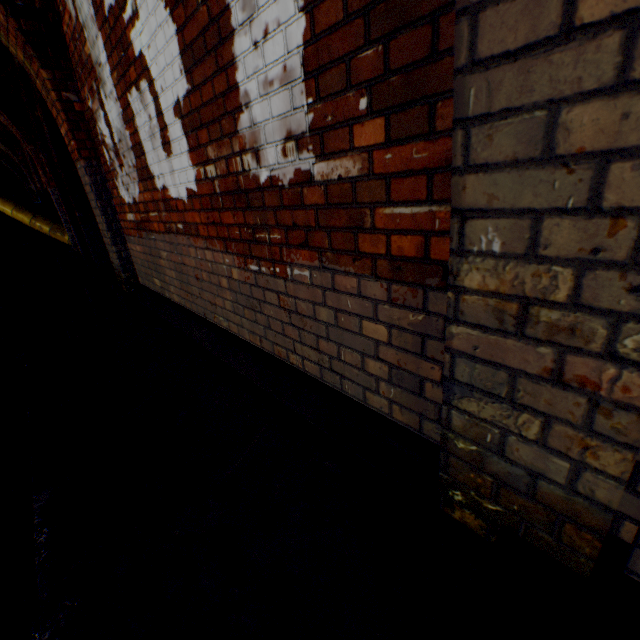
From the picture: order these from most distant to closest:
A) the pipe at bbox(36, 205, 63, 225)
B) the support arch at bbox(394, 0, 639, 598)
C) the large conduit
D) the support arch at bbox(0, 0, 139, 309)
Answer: the pipe at bbox(36, 205, 63, 225) → the large conduit → the support arch at bbox(0, 0, 139, 309) → the support arch at bbox(394, 0, 639, 598)

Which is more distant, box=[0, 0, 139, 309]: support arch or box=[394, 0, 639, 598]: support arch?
box=[0, 0, 139, 309]: support arch

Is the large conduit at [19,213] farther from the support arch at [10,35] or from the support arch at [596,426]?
the support arch at [596,426]

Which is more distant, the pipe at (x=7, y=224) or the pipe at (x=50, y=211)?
the pipe at (x=50, y=211)

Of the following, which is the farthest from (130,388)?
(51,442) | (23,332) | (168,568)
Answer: (23,332)

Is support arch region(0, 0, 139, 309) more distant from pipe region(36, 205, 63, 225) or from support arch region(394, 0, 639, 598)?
pipe region(36, 205, 63, 225)

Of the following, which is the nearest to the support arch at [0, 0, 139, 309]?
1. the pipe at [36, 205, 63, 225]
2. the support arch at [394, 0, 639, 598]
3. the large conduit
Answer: the support arch at [394, 0, 639, 598]

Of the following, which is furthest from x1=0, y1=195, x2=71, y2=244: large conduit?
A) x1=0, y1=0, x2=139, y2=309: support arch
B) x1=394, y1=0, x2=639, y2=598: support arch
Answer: x1=394, y1=0, x2=639, y2=598: support arch
